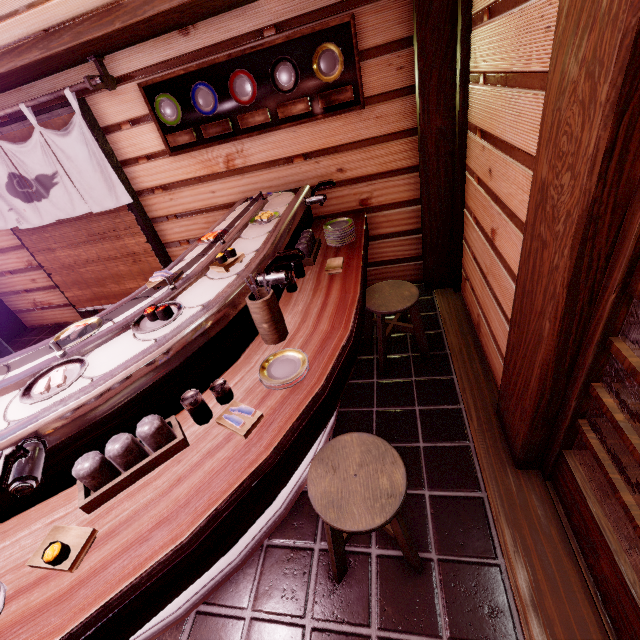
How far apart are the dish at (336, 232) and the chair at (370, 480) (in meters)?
3.06

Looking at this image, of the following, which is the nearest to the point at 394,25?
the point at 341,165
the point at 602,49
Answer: the point at 341,165

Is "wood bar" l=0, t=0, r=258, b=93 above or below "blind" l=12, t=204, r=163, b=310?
above

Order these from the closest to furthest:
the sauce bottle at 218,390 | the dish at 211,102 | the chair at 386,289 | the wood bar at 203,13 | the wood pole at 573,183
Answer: the wood pole at 573,183 → the sauce bottle at 218,390 → the wood bar at 203,13 → the chair at 386,289 → the dish at 211,102

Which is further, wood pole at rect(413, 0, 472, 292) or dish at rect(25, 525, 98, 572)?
wood pole at rect(413, 0, 472, 292)

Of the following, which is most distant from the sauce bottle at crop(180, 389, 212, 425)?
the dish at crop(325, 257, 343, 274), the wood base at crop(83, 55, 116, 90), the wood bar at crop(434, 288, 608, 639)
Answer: the wood base at crop(83, 55, 116, 90)

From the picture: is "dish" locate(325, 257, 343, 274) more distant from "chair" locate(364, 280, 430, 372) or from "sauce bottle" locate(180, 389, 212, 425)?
"sauce bottle" locate(180, 389, 212, 425)

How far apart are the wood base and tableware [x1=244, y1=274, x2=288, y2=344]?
4.8m
